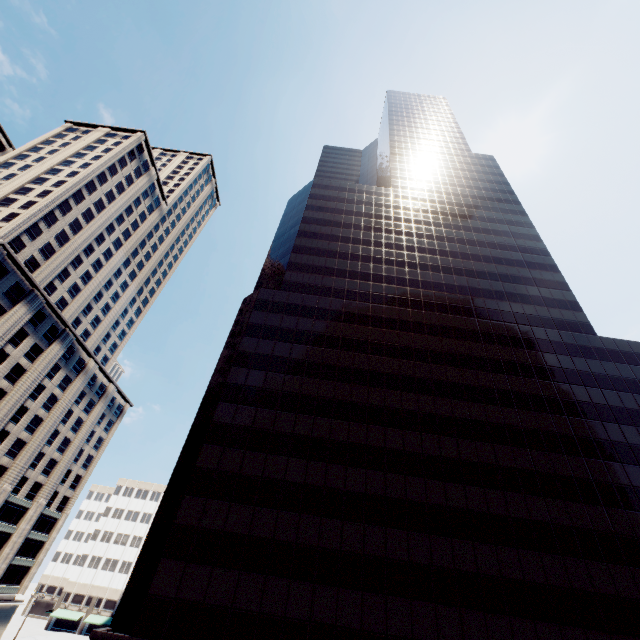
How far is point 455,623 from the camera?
21.2m

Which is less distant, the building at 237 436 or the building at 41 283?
the building at 237 436

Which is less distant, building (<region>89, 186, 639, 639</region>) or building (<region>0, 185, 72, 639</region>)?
building (<region>89, 186, 639, 639</region>)
